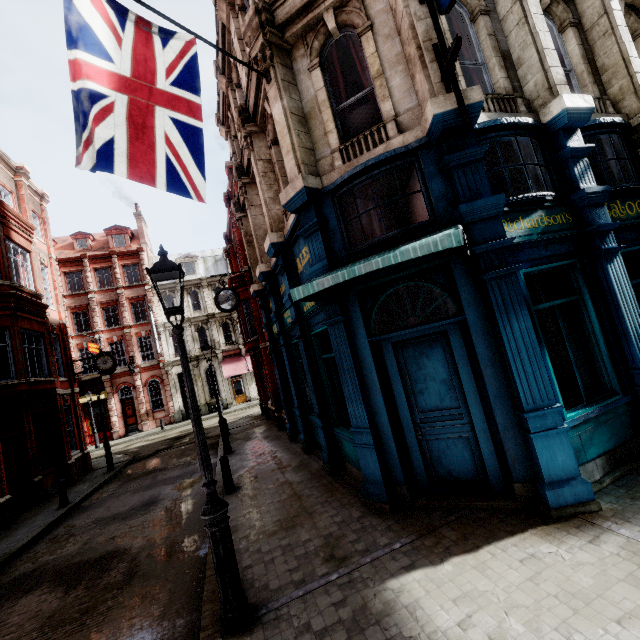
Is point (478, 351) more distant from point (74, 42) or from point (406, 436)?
point (74, 42)

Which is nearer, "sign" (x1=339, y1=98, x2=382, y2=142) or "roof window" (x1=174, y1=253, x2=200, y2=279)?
"sign" (x1=339, y1=98, x2=382, y2=142)

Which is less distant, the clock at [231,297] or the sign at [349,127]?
the sign at [349,127]

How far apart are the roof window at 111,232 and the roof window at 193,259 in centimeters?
466cm

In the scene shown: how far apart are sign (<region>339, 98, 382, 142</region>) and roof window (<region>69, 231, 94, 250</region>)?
37.2 meters

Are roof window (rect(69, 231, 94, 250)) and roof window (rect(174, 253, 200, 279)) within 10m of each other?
yes

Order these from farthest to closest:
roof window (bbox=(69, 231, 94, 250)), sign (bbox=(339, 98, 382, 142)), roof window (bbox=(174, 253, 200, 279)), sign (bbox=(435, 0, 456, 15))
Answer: roof window (bbox=(174, 253, 200, 279))
roof window (bbox=(69, 231, 94, 250))
sign (bbox=(339, 98, 382, 142))
sign (bbox=(435, 0, 456, 15))

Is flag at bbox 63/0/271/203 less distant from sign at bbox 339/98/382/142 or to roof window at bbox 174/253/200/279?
sign at bbox 339/98/382/142
